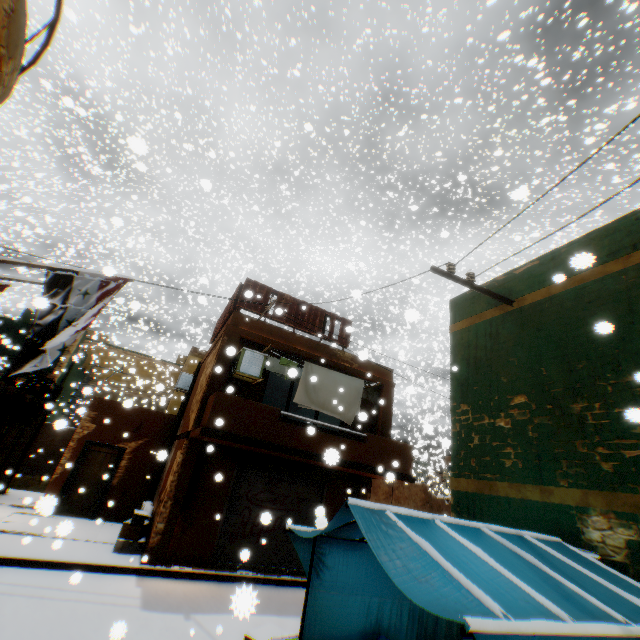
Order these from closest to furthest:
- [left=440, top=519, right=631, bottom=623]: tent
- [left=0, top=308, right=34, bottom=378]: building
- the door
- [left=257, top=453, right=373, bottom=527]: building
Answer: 1. [left=440, top=519, right=631, bottom=623]: tent
2. [left=257, top=453, right=373, bottom=527]: building
3. the door
4. [left=0, top=308, right=34, bottom=378]: building

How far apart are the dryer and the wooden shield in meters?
0.5 m

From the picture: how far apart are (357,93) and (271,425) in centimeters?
1568cm

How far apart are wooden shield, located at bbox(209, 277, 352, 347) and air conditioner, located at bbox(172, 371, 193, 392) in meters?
0.6

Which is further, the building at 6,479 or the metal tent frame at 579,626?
the building at 6,479

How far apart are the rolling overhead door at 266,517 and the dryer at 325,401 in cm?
60

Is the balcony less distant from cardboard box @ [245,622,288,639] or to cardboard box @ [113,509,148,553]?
cardboard box @ [113,509,148,553]
